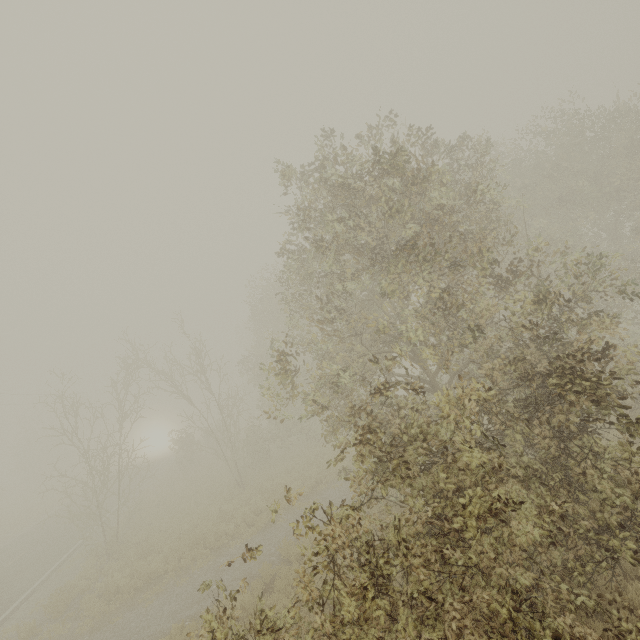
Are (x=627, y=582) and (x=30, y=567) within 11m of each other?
no
